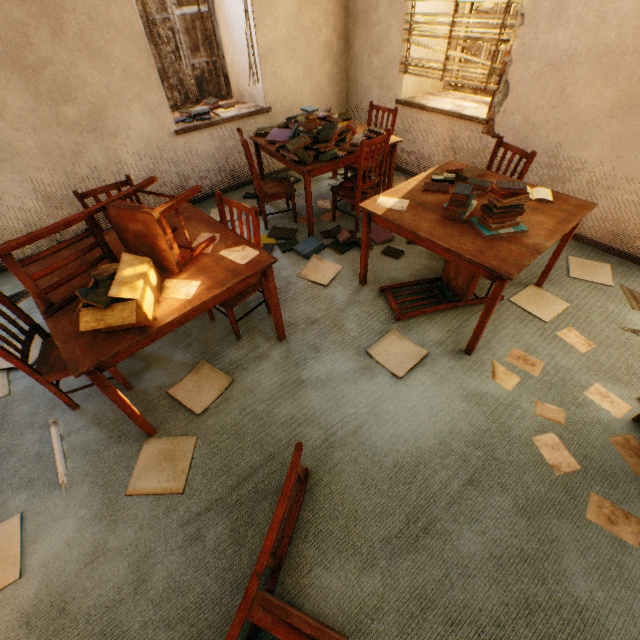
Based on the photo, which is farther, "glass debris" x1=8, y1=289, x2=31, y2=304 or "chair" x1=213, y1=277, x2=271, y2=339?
"glass debris" x1=8, y1=289, x2=31, y2=304

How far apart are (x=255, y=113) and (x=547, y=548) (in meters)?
4.84

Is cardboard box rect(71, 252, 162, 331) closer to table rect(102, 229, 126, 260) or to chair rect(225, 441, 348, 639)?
table rect(102, 229, 126, 260)

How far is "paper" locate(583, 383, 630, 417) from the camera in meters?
2.0

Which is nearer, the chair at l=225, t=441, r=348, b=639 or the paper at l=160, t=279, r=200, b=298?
the chair at l=225, t=441, r=348, b=639

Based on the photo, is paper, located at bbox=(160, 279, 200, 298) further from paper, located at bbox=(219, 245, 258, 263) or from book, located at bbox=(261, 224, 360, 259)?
book, located at bbox=(261, 224, 360, 259)

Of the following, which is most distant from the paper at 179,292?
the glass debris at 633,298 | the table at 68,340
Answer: the glass debris at 633,298

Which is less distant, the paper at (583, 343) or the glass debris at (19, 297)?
the paper at (583, 343)
